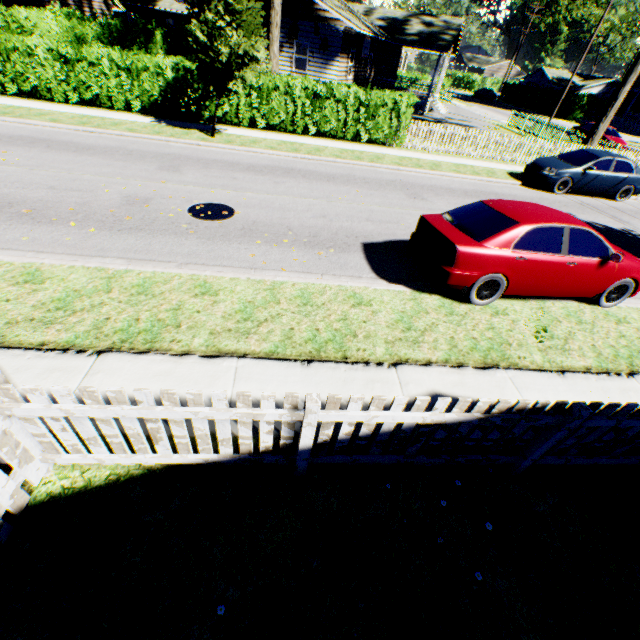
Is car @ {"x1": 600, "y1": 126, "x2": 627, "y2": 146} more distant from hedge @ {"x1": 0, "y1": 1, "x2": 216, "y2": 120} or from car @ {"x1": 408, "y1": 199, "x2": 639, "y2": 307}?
car @ {"x1": 408, "y1": 199, "x2": 639, "y2": 307}

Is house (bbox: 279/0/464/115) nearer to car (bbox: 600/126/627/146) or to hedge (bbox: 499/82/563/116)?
car (bbox: 600/126/627/146)

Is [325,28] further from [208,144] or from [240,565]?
[240,565]

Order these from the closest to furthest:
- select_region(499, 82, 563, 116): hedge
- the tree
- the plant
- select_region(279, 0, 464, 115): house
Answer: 1. the plant
2. the tree
3. select_region(279, 0, 464, 115): house
4. select_region(499, 82, 563, 116): hedge

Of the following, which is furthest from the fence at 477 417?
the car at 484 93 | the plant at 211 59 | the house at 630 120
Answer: the car at 484 93

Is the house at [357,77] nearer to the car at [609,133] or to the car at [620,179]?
the car at [609,133]

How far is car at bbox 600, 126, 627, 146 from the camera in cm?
2350

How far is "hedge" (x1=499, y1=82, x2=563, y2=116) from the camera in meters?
45.3 m
